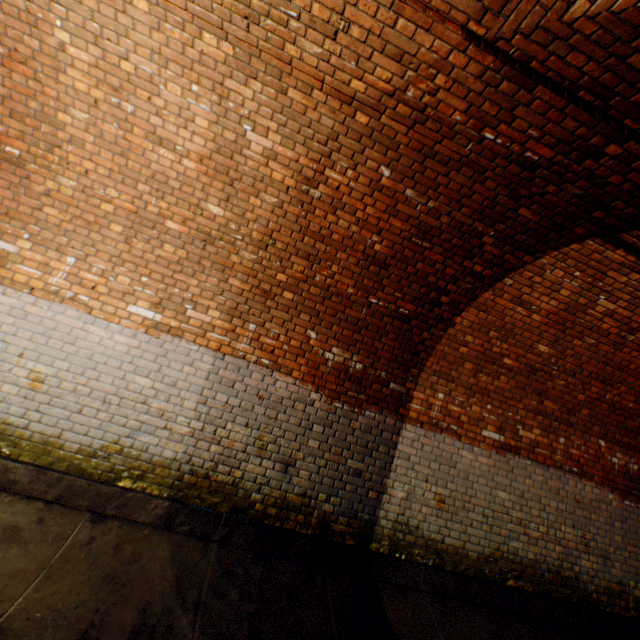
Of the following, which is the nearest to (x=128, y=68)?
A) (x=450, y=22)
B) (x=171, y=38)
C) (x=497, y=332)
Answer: (x=171, y=38)

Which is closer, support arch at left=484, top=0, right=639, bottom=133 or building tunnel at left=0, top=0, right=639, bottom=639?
support arch at left=484, top=0, right=639, bottom=133

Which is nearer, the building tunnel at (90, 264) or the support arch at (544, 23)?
the support arch at (544, 23)
